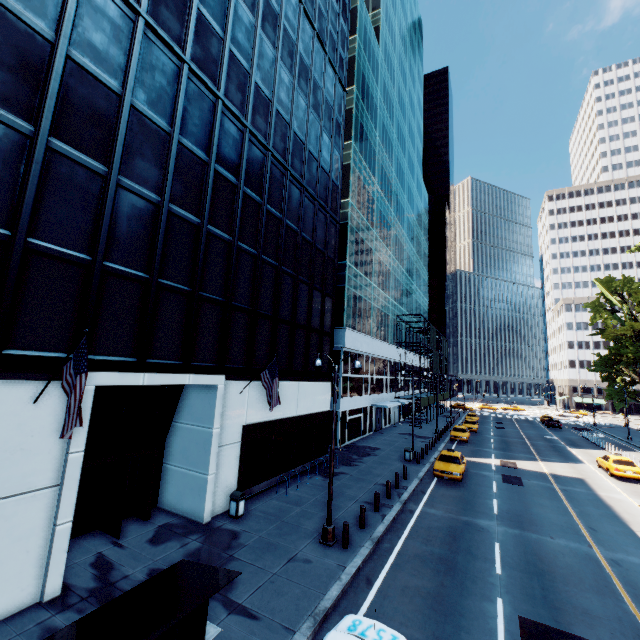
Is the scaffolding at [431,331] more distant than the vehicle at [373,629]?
Yes

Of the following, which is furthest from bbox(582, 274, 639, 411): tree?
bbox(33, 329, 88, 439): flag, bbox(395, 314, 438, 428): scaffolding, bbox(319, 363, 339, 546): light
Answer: bbox(33, 329, 88, 439): flag

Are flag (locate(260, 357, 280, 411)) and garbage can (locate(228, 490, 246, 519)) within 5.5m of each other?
yes

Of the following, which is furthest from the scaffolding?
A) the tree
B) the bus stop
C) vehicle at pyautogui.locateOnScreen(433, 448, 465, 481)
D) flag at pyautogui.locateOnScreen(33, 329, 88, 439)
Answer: flag at pyautogui.locateOnScreen(33, 329, 88, 439)

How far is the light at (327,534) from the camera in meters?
12.7 m

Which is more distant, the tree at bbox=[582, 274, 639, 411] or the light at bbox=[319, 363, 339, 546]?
the tree at bbox=[582, 274, 639, 411]

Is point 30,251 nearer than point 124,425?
Yes

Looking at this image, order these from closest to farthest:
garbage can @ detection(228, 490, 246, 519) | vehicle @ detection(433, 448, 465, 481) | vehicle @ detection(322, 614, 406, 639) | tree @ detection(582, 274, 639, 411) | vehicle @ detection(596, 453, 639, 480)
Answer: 1. vehicle @ detection(322, 614, 406, 639)
2. garbage can @ detection(228, 490, 246, 519)
3. vehicle @ detection(433, 448, 465, 481)
4. vehicle @ detection(596, 453, 639, 480)
5. tree @ detection(582, 274, 639, 411)
